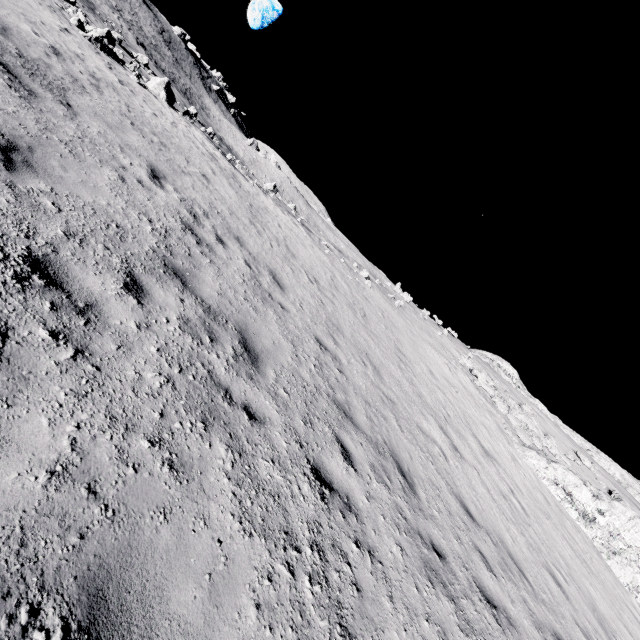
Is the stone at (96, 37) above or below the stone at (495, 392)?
below

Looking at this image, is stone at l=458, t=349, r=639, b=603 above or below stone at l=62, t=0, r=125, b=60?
above

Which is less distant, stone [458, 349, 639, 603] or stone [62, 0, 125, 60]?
stone [458, 349, 639, 603]

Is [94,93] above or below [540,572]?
below

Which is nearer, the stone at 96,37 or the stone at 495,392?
the stone at 495,392
